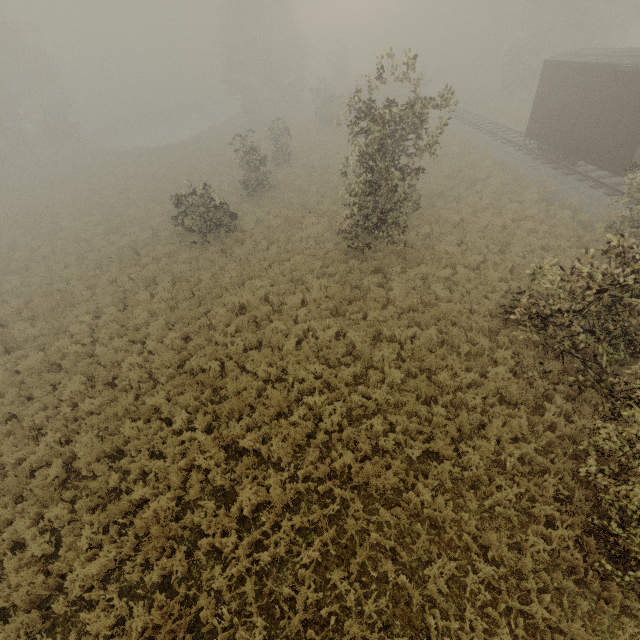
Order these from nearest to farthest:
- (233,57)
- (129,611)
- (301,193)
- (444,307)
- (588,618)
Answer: (588,618)
(129,611)
(444,307)
(301,193)
(233,57)

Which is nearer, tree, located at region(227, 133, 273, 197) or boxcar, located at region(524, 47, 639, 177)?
boxcar, located at region(524, 47, 639, 177)

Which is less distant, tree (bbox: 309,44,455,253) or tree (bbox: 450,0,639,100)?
tree (bbox: 309,44,455,253)

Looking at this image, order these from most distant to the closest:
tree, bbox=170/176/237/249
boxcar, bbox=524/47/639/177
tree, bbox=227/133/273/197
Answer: tree, bbox=227/133/273/197 → tree, bbox=170/176/237/249 → boxcar, bbox=524/47/639/177

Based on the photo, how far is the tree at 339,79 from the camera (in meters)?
10.25

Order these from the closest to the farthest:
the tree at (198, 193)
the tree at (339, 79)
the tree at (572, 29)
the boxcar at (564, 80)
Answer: the tree at (339, 79), the boxcar at (564, 80), the tree at (198, 193), the tree at (572, 29)
